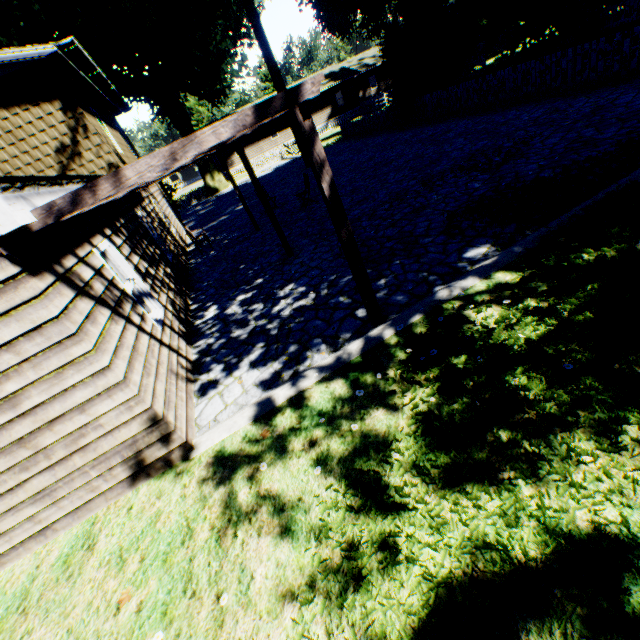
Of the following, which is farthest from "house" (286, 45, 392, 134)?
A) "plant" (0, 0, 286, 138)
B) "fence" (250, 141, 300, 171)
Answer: "plant" (0, 0, 286, 138)

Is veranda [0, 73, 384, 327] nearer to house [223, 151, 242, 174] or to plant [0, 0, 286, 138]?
plant [0, 0, 286, 138]

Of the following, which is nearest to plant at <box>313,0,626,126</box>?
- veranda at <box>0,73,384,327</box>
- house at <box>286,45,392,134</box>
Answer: house at <box>286,45,392,134</box>

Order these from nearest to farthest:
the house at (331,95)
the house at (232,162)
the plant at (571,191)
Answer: the plant at (571,191)
the house at (232,162)
the house at (331,95)

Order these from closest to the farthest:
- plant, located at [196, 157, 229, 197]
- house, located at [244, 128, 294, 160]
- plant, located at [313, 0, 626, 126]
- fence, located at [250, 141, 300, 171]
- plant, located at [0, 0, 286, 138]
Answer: plant, located at [313, 0, 626, 126] < plant, located at [0, 0, 286, 138] < fence, located at [250, 141, 300, 171] < plant, located at [196, 157, 229, 197] < house, located at [244, 128, 294, 160]

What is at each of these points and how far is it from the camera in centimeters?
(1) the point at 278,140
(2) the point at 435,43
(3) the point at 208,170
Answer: (1) house, 4112cm
(2) plant, 2723cm
(3) plant, 3303cm

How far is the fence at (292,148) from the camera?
32.2m
